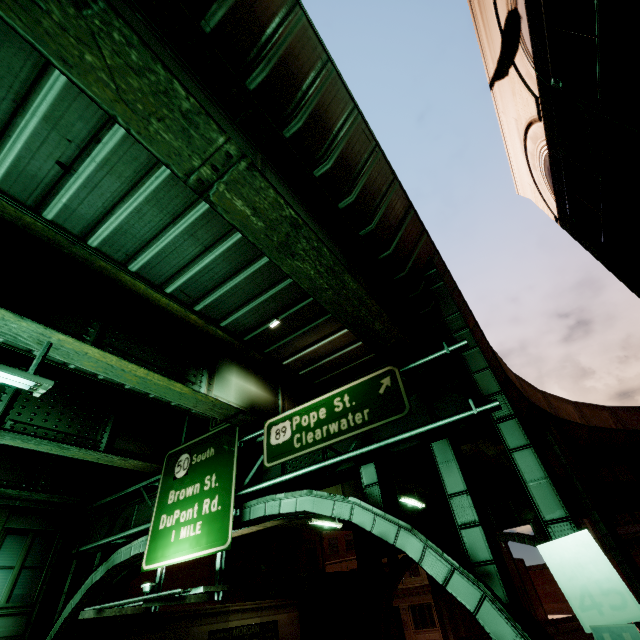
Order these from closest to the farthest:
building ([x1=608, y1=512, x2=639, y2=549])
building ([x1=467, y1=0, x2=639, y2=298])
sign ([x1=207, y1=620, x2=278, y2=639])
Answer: building ([x1=467, y1=0, x2=639, y2=298]), sign ([x1=207, y1=620, x2=278, y2=639]), building ([x1=608, y1=512, x2=639, y2=549])

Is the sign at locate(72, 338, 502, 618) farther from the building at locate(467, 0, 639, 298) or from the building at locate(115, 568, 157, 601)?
the building at locate(115, 568, 157, 601)

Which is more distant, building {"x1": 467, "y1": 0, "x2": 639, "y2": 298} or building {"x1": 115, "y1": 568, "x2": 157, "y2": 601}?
building {"x1": 115, "y1": 568, "x2": 157, "y2": 601}

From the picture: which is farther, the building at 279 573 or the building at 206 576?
the building at 206 576

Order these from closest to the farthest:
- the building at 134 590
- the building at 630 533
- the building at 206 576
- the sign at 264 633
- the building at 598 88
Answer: the building at 598 88 < the building at 134 590 < the sign at 264 633 < the building at 206 576 < the building at 630 533

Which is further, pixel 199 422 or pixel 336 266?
pixel 199 422

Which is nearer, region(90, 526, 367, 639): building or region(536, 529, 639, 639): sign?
region(536, 529, 639, 639): sign

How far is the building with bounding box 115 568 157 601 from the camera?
16.5m
